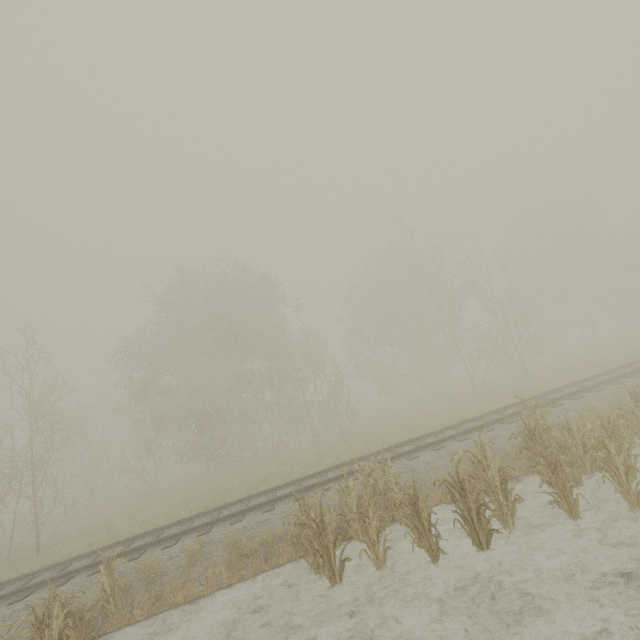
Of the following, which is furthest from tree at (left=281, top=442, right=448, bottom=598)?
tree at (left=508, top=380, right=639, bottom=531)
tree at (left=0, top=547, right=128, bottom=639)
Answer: tree at (left=0, top=547, right=128, bottom=639)

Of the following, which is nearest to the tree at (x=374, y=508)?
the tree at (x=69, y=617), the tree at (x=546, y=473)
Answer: the tree at (x=546, y=473)

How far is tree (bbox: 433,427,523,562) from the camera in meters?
6.1

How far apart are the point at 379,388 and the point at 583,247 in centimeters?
2404cm

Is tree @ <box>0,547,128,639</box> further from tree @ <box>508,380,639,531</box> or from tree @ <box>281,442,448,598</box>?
tree @ <box>508,380,639,531</box>
